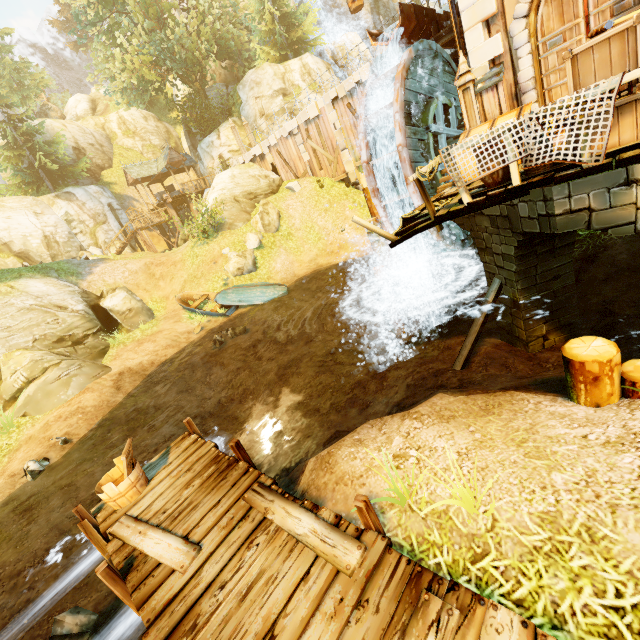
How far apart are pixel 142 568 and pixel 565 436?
5.18m

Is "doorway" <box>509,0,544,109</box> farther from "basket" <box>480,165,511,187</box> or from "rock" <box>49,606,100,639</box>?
"rock" <box>49,606,100,639</box>

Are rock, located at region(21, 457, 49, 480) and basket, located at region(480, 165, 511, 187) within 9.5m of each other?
no

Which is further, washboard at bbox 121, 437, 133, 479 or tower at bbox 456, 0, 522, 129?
tower at bbox 456, 0, 522, 129

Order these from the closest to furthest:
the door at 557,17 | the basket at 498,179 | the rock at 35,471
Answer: the basket at 498,179
the door at 557,17
the rock at 35,471

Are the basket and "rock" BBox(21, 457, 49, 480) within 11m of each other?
no

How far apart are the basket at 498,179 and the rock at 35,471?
12.5 meters

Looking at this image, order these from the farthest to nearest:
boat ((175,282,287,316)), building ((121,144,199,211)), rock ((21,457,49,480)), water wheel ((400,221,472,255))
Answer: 1. building ((121,144,199,211))
2. boat ((175,282,287,316))
3. water wheel ((400,221,472,255))
4. rock ((21,457,49,480))
